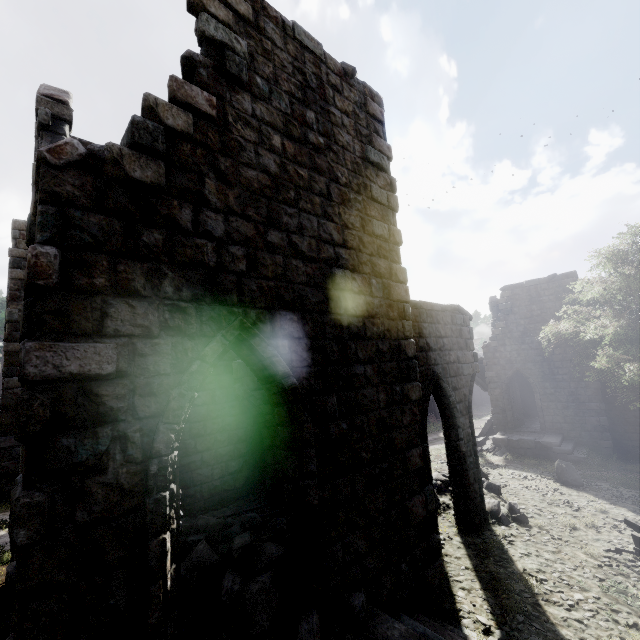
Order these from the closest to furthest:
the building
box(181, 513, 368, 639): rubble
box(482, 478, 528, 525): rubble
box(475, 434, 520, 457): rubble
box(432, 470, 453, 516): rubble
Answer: the building < box(181, 513, 368, 639): rubble < box(482, 478, 528, 525): rubble < box(432, 470, 453, 516): rubble < box(475, 434, 520, 457): rubble

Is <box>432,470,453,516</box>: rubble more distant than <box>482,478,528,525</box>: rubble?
Yes

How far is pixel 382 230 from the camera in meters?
6.6 m

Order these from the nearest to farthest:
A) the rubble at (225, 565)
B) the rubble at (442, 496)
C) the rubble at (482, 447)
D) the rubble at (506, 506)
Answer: the rubble at (225, 565) → the rubble at (506, 506) → the rubble at (442, 496) → the rubble at (482, 447)

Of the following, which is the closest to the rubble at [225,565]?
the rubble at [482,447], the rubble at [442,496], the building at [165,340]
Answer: the building at [165,340]

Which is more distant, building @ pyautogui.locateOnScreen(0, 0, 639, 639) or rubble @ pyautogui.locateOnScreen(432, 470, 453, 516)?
rubble @ pyautogui.locateOnScreen(432, 470, 453, 516)

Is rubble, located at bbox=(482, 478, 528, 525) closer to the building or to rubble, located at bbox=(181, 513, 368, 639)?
the building

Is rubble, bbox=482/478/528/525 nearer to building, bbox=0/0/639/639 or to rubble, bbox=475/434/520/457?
building, bbox=0/0/639/639
